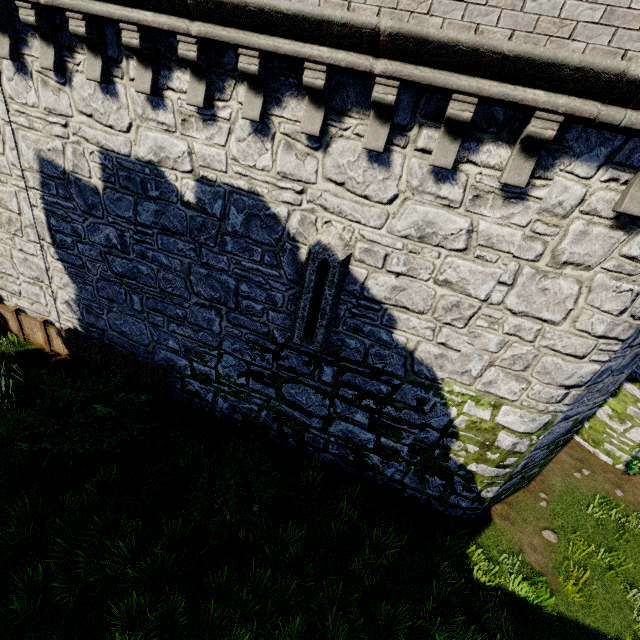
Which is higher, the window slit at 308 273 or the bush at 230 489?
the window slit at 308 273

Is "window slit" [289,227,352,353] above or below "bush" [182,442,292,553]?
above

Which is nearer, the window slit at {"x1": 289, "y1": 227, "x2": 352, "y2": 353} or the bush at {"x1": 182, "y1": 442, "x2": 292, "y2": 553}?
the window slit at {"x1": 289, "y1": 227, "x2": 352, "y2": 353}

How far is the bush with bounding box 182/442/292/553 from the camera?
6.2 meters

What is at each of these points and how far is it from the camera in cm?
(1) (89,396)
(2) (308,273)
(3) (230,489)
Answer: (1) bush, 745
(2) window slit, 596
(3) bush, 662

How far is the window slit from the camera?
5.6m

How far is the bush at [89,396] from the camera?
6.7 meters
